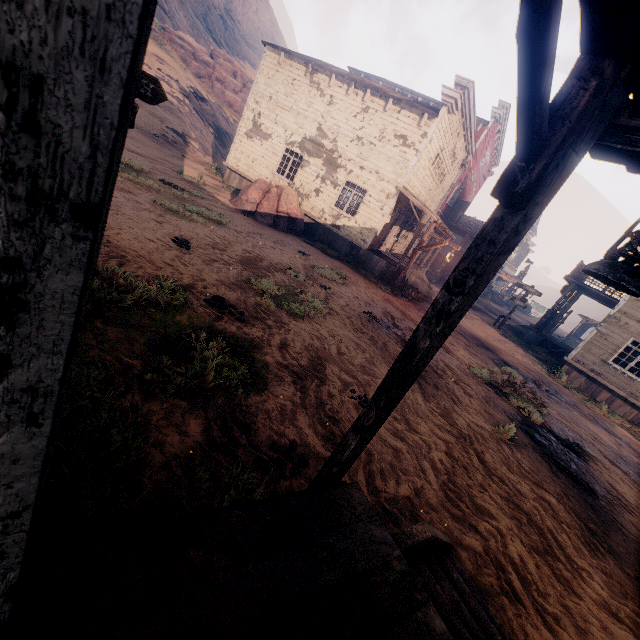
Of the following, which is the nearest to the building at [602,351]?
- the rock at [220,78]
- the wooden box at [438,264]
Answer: the wooden box at [438,264]

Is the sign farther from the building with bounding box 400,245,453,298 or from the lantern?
the lantern

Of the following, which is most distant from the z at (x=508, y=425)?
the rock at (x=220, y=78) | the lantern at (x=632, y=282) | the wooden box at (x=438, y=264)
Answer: the lantern at (x=632, y=282)

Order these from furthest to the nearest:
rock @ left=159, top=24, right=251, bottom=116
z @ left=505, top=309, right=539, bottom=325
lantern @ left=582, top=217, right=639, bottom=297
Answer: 1. rock @ left=159, top=24, right=251, bottom=116
2. z @ left=505, top=309, right=539, bottom=325
3. lantern @ left=582, top=217, right=639, bottom=297

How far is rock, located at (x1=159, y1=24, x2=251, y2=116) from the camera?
34.4m

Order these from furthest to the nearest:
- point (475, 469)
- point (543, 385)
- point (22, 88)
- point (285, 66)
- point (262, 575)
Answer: point (285, 66), point (543, 385), point (475, 469), point (262, 575), point (22, 88)

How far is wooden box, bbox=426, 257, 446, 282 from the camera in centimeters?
2593cm

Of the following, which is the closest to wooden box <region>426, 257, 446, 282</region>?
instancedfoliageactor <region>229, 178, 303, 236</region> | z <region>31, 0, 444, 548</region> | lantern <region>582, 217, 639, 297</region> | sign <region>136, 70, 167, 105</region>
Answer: z <region>31, 0, 444, 548</region>
